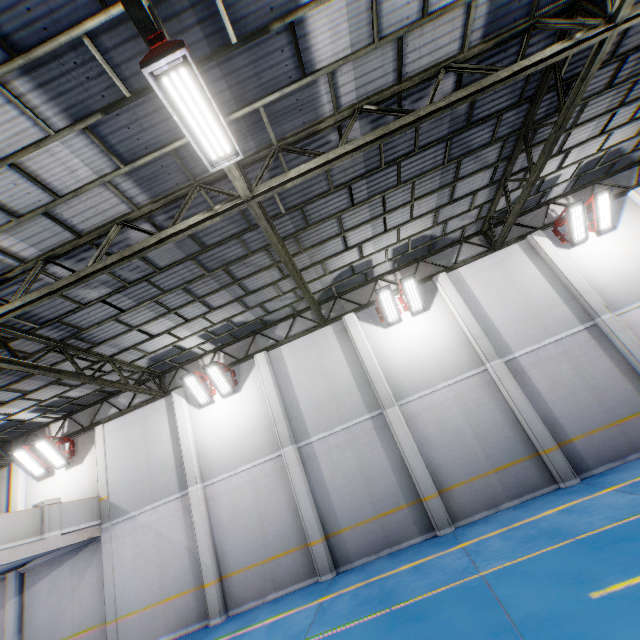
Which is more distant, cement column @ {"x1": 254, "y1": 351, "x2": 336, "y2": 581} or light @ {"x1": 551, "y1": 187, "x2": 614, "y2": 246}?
light @ {"x1": 551, "y1": 187, "x2": 614, "y2": 246}

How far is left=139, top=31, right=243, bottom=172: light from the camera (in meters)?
3.82

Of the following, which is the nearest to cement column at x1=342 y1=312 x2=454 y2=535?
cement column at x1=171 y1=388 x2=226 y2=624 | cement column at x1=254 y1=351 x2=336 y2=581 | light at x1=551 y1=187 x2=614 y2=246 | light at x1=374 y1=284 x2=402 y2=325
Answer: light at x1=374 y1=284 x2=402 y2=325

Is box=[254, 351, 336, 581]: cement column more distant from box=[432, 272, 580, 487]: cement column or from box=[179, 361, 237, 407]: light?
box=[432, 272, 580, 487]: cement column

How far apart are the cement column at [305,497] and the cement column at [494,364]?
7.32m

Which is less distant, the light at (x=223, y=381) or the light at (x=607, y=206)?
the light at (x=607, y=206)

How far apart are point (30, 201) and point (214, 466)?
10.1 meters

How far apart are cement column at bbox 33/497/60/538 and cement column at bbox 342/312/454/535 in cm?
1173
